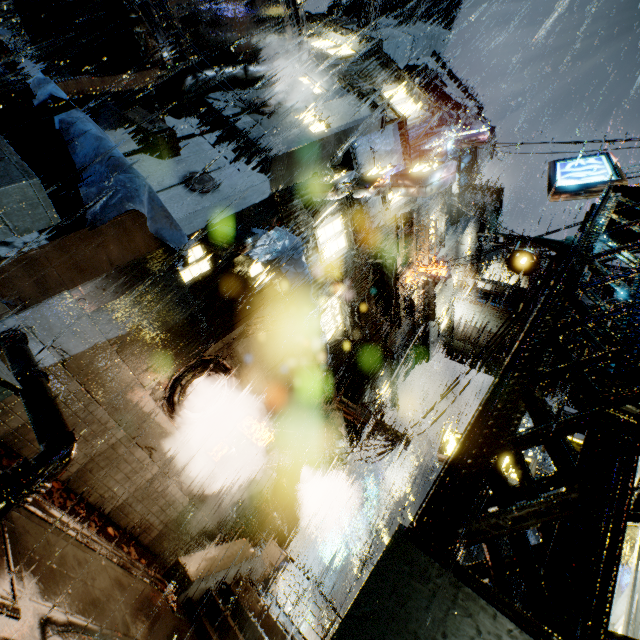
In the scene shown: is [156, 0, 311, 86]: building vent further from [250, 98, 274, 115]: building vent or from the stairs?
the stairs

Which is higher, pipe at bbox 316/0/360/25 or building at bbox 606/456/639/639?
pipe at bbox 316/0/360/25

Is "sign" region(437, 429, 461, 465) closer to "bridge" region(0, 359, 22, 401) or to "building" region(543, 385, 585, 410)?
"building" region(543, 385, 585, 410)

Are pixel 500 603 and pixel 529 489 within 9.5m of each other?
yes

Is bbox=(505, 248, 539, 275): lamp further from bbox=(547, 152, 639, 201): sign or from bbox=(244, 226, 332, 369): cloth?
bbox=(244, 226, 332, 369): cloth

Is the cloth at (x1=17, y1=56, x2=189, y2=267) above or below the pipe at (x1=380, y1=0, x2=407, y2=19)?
below

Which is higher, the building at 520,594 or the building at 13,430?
the building at 520,594

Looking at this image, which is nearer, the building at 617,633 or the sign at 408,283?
the building at 617,633
